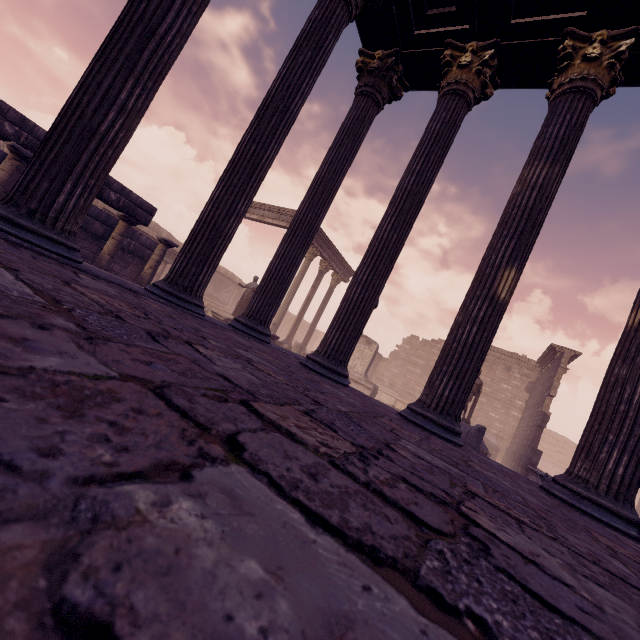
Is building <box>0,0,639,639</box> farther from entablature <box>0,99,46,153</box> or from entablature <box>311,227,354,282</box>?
entablature <box>311,227,354,282</box>

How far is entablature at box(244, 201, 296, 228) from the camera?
16.9m

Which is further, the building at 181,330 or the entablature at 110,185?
the entablature at 110,185

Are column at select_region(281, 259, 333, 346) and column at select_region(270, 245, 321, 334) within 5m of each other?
yes

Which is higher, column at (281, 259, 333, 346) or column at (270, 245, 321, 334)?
column at (270, 245, 321, 334)

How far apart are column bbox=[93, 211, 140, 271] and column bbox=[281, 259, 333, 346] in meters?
11.4 m

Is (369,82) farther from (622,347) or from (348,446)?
(348,446)

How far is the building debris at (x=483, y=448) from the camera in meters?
9.7 m
